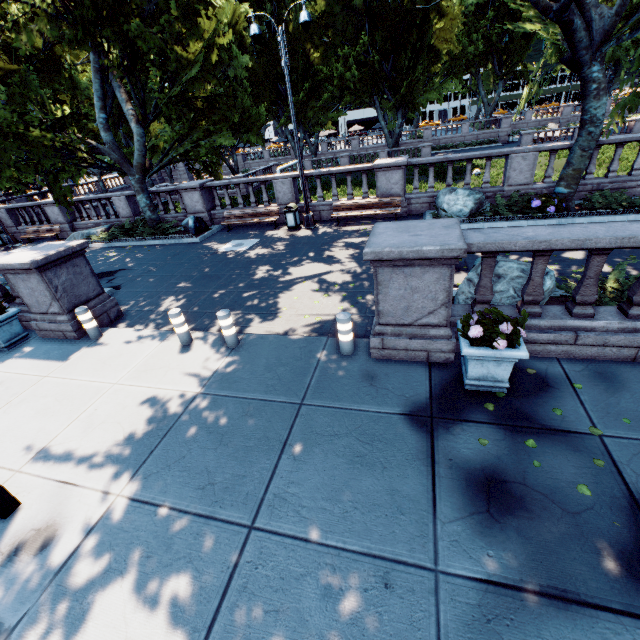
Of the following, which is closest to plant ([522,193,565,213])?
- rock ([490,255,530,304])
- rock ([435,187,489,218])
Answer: rock ([435,187,489,218])

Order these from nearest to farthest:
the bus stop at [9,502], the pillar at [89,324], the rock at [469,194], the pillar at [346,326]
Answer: the bus stop at [9,502], the pillar at [346,326], the pillar at [89,324], the rock at [469,194]

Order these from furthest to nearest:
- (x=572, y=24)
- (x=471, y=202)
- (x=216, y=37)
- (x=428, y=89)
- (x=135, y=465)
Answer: (x=428, y=89), (x=216, y=37), (x=471, y=202), (x=572, y=24), (x=135, y=465)

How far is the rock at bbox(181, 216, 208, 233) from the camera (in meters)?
16.03

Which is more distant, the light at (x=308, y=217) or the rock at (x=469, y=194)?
the rock at (x=469, y=194)

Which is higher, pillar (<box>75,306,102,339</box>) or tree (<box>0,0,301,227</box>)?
tree (<box>0,0,301,227</box>)

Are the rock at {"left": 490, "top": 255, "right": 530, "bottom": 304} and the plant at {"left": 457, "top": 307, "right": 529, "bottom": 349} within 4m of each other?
yes

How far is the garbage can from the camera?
14.36m
